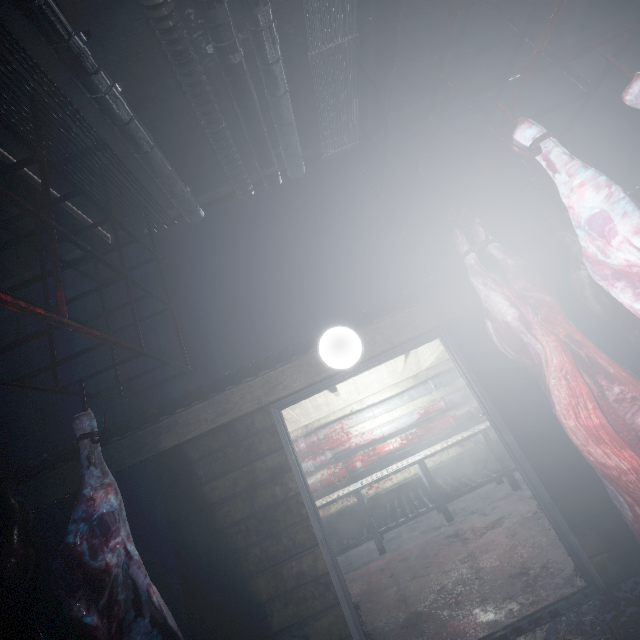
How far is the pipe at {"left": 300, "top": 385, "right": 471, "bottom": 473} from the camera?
5.3m

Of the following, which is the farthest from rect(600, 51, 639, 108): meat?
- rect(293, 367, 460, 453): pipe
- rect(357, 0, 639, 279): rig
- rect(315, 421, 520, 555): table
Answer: rect(293, 367, 460, 453): pipe

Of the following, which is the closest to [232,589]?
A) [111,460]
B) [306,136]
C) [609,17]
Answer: [111,460]

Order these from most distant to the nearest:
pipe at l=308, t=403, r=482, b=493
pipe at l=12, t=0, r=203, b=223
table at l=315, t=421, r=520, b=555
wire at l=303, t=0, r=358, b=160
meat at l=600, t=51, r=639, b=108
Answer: pipe at l=308, t=403, r=482, b=493
table at l=315, t=421, r=520, b=555
wire at l=303, t=0, r=358, b=160
pipe at l=12, t=0, r=203, b=223
meat at l=600, t=51, r=639, b=108

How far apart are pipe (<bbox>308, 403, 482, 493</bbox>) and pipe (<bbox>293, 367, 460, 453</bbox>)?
→ 0.43m

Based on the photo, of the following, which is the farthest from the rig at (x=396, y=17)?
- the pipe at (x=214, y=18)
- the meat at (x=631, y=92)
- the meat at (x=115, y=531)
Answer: the meat at (x=115, y=531)

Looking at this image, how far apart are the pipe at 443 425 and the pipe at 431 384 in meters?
0.4 m

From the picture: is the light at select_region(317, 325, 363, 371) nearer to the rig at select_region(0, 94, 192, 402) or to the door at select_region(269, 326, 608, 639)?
the door at select_region(269, 326, 608, 639)
